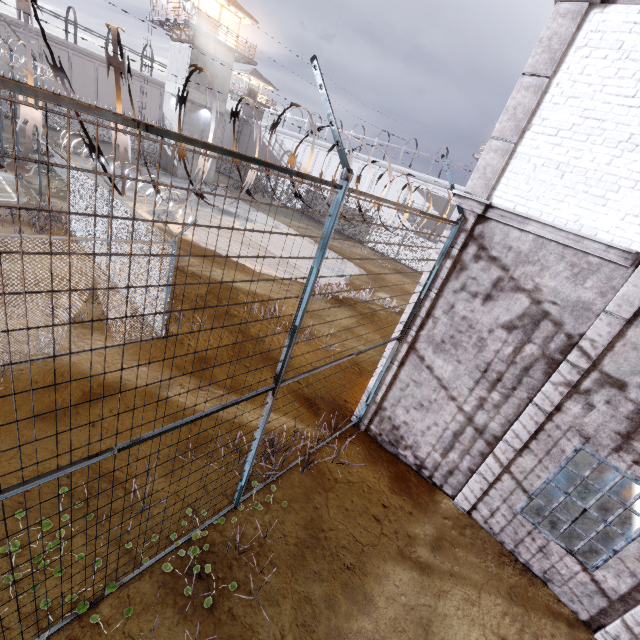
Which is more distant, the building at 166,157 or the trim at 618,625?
the building at 166,157

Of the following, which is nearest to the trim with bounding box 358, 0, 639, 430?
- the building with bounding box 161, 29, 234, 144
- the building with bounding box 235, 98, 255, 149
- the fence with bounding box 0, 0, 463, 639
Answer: the fence with bounding box 0, 0, 463, 639

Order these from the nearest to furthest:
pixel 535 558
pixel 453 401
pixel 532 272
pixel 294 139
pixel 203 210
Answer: pixel 532 272 → pixel 535 558 → pixel 453 401 → pixel 203 210 → pixel 294 139

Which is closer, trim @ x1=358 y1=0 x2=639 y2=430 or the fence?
the fence

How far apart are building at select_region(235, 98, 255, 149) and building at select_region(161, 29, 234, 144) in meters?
Result: 23.6 m

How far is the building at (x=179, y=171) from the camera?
31.0m

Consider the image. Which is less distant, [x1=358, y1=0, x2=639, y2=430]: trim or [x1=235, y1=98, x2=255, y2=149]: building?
[x1=358, y1=0, x2=639, y2=430]: trim

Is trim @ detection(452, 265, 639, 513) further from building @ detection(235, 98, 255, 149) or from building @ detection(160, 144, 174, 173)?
building @ detection(235, 98, 255, 149)
